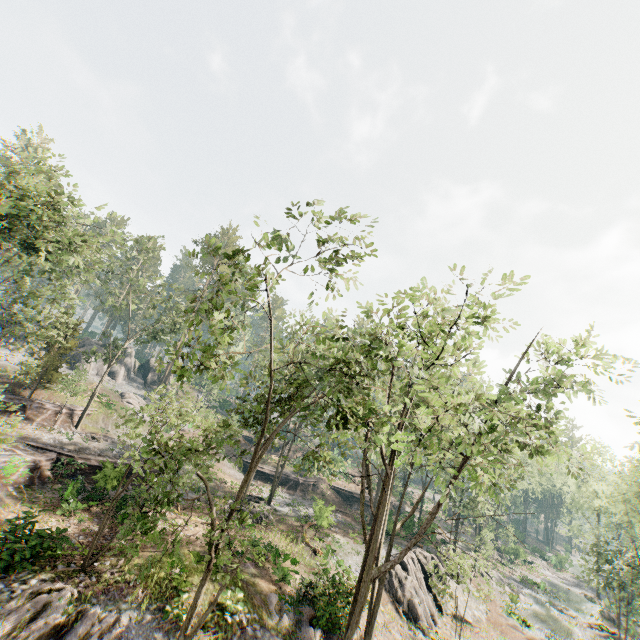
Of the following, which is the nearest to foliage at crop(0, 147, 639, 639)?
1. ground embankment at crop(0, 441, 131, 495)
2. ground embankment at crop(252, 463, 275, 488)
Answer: ground embankment at crop(0, 441, 131, 495)

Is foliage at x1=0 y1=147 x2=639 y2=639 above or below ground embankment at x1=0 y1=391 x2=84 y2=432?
above

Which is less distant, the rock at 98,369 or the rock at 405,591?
the rock at 405,591

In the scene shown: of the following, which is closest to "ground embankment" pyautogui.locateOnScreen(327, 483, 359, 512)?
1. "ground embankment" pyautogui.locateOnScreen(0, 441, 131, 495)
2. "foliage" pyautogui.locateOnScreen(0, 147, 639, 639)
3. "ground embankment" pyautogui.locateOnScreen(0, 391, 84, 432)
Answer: "foliage" pyautogui.locateOnScreen(0, 147, 639, 639)

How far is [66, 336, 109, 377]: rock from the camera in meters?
47.0 m

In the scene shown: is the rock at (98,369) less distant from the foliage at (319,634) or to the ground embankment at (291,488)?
the foliage at (319,634)

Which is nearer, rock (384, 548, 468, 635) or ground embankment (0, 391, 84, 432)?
rock (384, 548, 468, 635)

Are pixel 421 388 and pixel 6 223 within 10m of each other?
no
